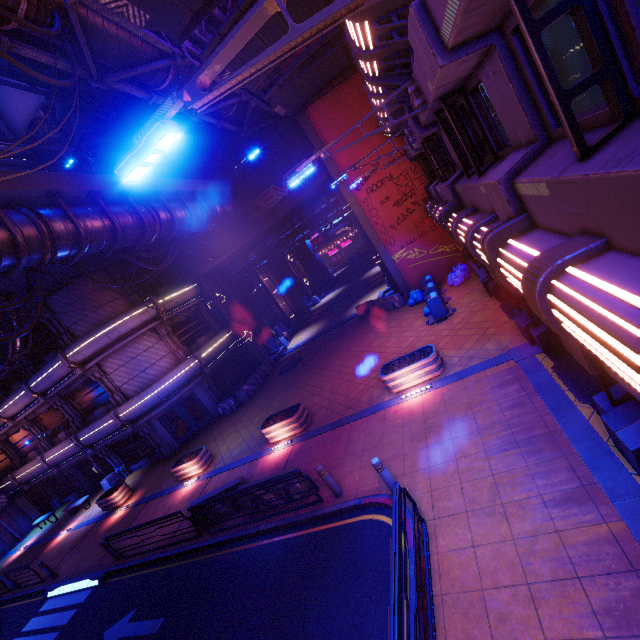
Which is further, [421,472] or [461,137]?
[421,472]

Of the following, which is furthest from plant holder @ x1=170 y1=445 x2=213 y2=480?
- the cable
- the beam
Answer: the beam

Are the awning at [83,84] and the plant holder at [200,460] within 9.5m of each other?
no

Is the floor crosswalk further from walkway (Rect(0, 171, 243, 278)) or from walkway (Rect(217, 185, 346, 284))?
walkway (Rect(217, 185, 346, 284))

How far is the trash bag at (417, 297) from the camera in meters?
18.6 m

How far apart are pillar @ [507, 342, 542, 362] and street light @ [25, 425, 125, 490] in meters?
25.4 m

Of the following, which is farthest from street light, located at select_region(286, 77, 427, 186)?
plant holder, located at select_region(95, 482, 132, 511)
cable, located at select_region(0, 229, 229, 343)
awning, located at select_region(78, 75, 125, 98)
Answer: plant holder, located at select_region(95, 482, 132, 511)

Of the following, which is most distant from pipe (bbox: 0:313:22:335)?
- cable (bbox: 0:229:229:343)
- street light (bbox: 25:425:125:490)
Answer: cable (bbox: 0:229:229:343)
